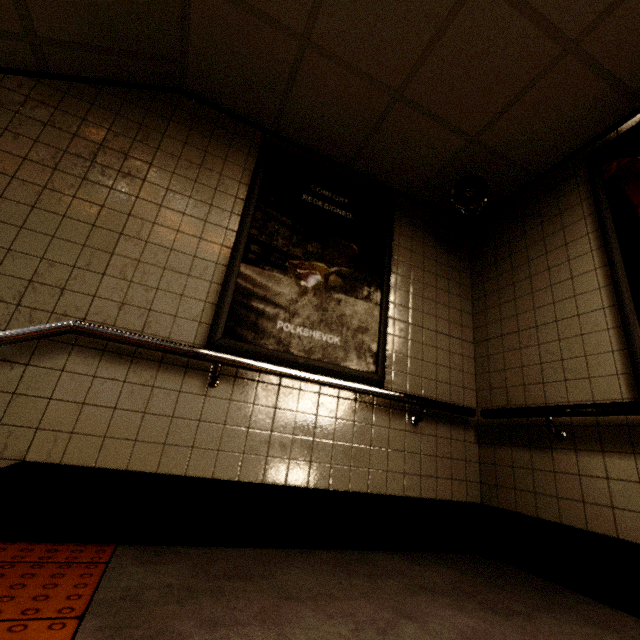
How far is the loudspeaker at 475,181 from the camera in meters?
2.7

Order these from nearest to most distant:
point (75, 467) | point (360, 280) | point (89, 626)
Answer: point (89, 626) → point (75, 467) → point (360, 280)

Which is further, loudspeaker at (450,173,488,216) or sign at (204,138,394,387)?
loudspeaker at (450,173,488,216)

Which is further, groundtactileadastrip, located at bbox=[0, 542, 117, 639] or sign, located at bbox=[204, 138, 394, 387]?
sign, located at bbox=[204, 138, 394, 387]

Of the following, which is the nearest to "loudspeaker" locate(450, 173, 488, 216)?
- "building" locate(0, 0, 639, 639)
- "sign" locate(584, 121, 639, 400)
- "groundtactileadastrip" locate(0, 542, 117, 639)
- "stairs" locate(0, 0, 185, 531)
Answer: "building" locate(0, 0, 639, 639)

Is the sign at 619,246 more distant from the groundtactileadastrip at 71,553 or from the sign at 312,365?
the groundtactileadastrip at 71,553

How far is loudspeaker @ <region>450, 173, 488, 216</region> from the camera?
2.66m

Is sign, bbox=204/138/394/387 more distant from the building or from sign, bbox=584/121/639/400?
sign, bbox=584/121/639/400
